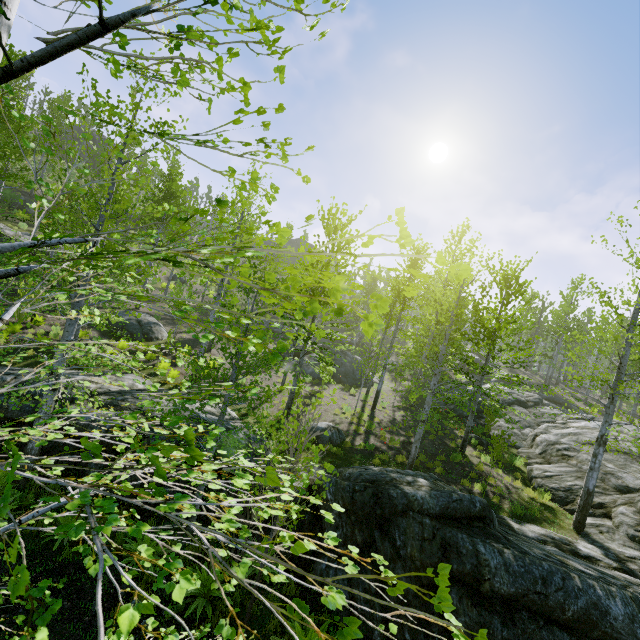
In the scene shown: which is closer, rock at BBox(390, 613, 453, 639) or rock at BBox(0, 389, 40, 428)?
rock at BBox(390, 613, 453, 639)

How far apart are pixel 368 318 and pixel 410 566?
6.63m

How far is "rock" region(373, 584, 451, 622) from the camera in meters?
5.6 m

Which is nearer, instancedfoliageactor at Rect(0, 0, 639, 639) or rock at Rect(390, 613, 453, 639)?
instancedfoliageactor at Rect(0, 0, 639, 639)

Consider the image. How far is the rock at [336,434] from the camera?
11.80m

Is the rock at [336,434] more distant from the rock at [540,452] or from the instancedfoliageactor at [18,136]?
the instancedfoliageactor at [18,136]

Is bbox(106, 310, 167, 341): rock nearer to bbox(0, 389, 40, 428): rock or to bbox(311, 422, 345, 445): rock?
bbox(0, 389, 40, 428): rock

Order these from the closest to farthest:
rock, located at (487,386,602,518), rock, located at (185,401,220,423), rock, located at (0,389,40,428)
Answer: rock, located at (0,389,40,428)
rock, located at (185,401,220,423)
rock, located at (487,386,602,518)
